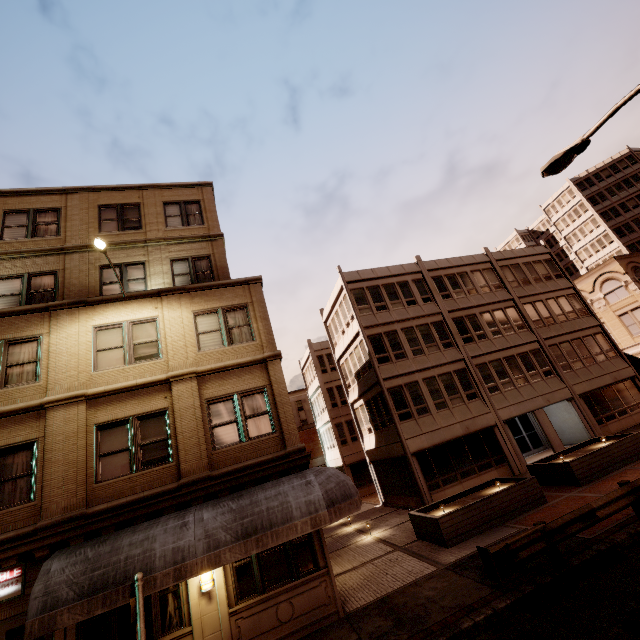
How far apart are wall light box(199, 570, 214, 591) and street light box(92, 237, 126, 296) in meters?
9.1 m

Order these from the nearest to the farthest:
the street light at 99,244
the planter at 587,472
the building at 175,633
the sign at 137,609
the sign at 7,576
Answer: the sign at 137,609, the sign at 7,576, the building at 175,633, the street light at 99,244, the planter at 587,472

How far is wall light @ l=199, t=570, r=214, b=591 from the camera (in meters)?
8.80

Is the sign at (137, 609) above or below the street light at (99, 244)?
below

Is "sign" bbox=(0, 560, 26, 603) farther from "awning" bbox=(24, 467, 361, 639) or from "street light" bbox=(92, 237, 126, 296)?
"street light" bbox=(92, 237, 126, 296)

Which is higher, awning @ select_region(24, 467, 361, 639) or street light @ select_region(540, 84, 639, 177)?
street light @ select_region(540, 84, 639, 177)

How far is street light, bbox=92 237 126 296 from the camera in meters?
10.1 m

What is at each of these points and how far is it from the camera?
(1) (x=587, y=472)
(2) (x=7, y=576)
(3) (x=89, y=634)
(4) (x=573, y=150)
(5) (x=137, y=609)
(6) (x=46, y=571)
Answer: (1) planter, 14.1 meters
(2) sign, 8.2 meters
(3) building, 8.1 meters
(4) street light, 8.4 meters
(5) sign, 6.6 meters
(6) awning, 7.7 meters
